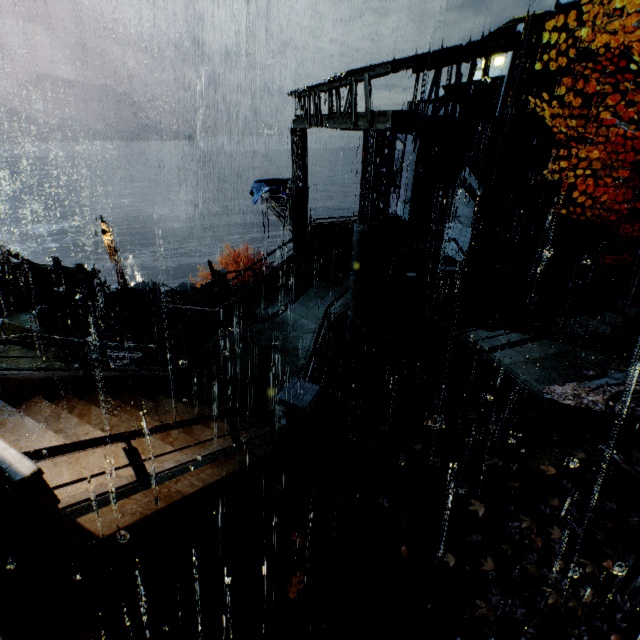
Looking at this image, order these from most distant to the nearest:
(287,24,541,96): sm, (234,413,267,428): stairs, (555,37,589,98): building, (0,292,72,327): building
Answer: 1. (0,292,72,327): building
2. (555,37,589,98): building
3. (287,24,541,96): sm
4. (234,413,267,428): stairs

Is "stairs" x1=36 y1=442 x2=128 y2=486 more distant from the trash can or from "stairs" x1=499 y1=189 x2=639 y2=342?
"stairs" x1=499 y1=189 x2=639 y2=342

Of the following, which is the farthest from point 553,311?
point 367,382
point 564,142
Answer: point 367,382

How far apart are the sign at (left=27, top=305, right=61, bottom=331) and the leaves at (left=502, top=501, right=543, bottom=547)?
16.0m

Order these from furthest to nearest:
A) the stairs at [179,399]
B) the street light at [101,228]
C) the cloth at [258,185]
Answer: the cloth at [258,185] → the street light at [101,228] → the stairs at [179,399]

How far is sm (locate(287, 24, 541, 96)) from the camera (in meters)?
9.45

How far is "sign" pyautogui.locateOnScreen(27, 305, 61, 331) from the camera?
12.3m

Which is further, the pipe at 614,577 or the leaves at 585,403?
the leaves at 585,403
